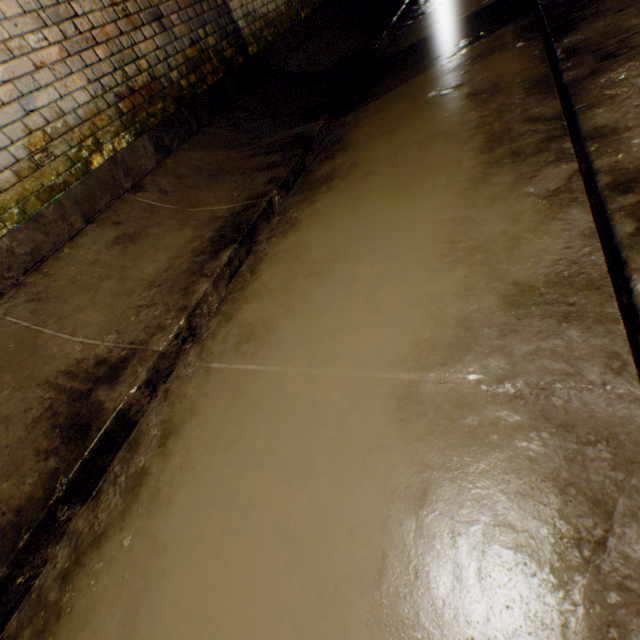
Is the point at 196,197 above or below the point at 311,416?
above
